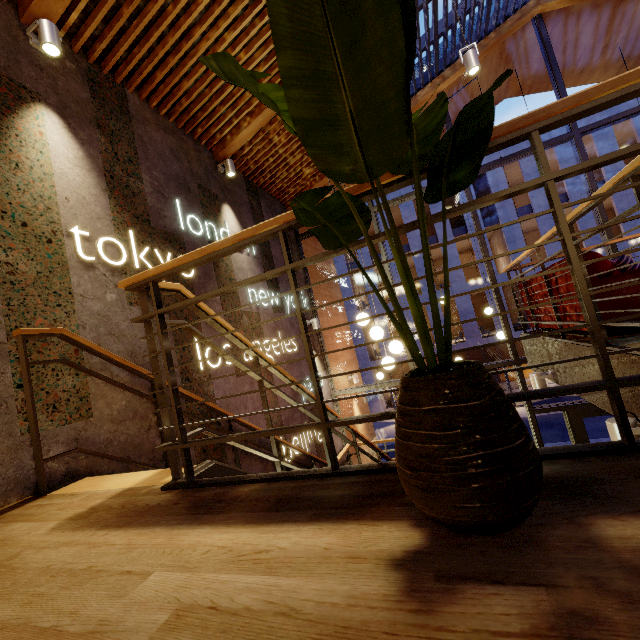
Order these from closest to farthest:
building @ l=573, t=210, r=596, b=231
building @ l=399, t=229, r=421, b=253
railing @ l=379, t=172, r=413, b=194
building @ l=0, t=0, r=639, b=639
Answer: building @ l=0, t=0, r=639, b=639 < railing @ l=379, t=172, r=413, b=194 < building @ l=573, t=210, r=596, b=231 < building @ l=399, t=229, r=421, b=253

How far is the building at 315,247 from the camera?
8.5 meters

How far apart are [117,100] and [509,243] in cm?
2317

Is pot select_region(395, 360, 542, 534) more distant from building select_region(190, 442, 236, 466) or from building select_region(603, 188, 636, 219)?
building select_region(603, 188, 636, 219)

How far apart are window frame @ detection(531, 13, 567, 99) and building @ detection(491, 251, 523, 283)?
16.8m

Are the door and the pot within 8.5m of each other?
yes

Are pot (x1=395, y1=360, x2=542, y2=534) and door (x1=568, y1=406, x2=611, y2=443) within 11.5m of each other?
yes

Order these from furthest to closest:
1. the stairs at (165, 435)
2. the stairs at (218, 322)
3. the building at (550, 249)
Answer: the building at (550, 249) → the stairs at (218, 322) → the stairs at (165, 435)
